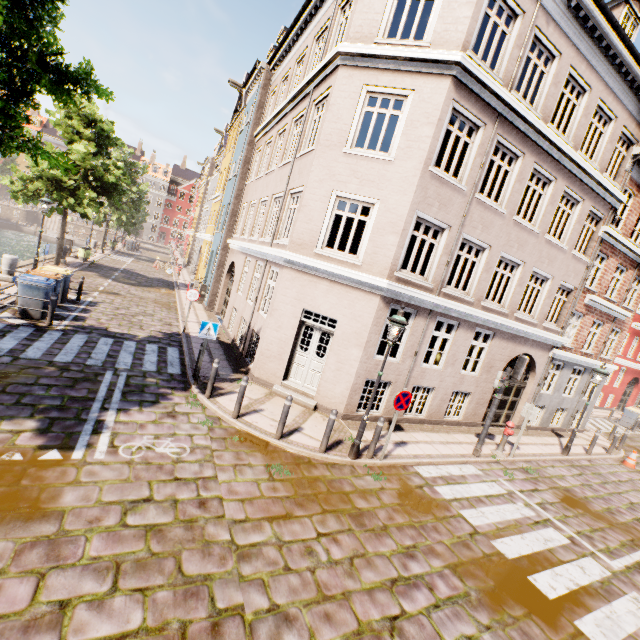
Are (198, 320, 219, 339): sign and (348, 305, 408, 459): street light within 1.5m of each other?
no

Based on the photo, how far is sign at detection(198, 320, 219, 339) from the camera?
8.9 meters

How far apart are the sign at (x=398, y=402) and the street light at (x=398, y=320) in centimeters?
52cm

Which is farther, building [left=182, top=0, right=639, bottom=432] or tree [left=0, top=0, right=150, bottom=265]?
building [left=182, top=0, right=639, bottom=432]

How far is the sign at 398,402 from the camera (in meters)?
7.76

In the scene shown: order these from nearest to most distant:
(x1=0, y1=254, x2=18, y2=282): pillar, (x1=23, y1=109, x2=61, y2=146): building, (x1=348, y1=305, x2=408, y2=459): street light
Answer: (x1=348, y1=305, x2=408, y2=459): street light, (x1=0, y1=254, x2=18, y2=282): pillar, (x1=23, y1=109, x2=61, y2=146): building

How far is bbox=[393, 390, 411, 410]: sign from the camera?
7.76m

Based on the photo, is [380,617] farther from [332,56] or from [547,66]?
[547,66]
